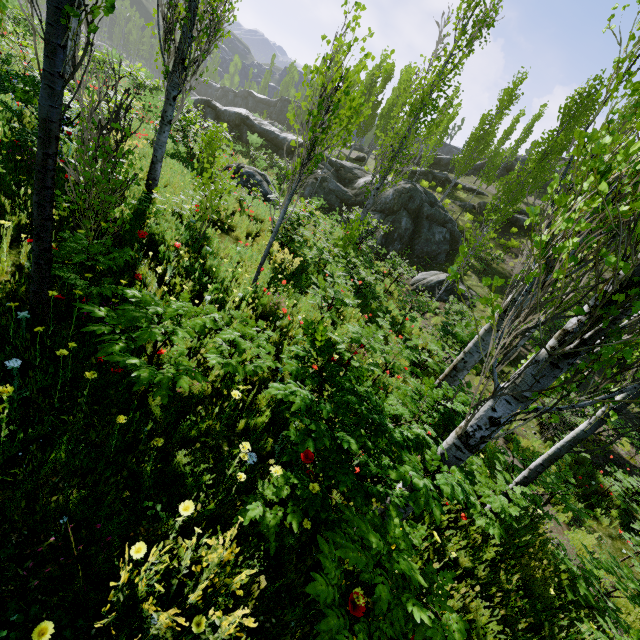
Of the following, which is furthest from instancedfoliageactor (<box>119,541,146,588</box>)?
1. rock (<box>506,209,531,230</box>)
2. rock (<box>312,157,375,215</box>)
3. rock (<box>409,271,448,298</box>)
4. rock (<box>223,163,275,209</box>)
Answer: rock (<box>223,163,275,209</box>)

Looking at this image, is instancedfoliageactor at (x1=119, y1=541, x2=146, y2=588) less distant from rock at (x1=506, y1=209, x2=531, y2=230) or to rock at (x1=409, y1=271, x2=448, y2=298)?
rock at (x1=506, y1=209, x2=531, y2=230)

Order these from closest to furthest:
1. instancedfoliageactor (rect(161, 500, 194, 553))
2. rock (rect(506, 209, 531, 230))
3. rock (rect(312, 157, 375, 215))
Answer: instancedfoliageactor (rect(161, 500, 194, 553)) < rock (rect(312, 157, 375, 215)) < rock (rect(506, 209, 531, 230))

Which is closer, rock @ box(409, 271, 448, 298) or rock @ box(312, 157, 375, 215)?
rock @ box(409, 271, 448, 298)

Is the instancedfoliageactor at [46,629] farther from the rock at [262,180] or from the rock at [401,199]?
the rock at [262,180]

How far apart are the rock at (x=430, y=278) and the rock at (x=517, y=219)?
12.0m

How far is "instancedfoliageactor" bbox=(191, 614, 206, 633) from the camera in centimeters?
167cm

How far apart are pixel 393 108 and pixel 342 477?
13.0m
